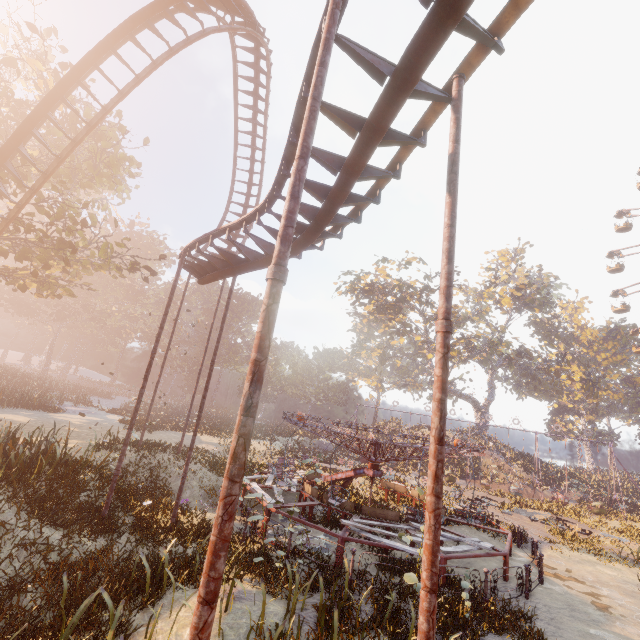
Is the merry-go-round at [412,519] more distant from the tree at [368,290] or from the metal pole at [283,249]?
the tree at [368,290]

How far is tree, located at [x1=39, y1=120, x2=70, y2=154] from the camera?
16.0 meters

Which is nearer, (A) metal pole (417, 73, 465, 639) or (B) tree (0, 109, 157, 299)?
(A) metal pole (417, 73, 465, 639)

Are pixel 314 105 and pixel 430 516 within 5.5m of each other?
yes

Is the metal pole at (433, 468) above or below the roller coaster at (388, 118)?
below

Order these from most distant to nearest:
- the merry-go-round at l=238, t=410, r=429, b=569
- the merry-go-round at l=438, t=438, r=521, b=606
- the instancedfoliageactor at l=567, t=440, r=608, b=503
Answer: the instancedfoliageactor at l=567, t=440, r=608, b=503
the merry-go-round at l=238, t=410, r=429, b=569
the merry-go-round at l=438, t=438, r=521, b=606

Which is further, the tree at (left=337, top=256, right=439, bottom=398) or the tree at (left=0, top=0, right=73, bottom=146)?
the tree at (left=337, top=256, right=439, bottom=398)

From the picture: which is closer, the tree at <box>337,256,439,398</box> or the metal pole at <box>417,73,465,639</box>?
the metal pole at <box>417,73,465,639</box>
